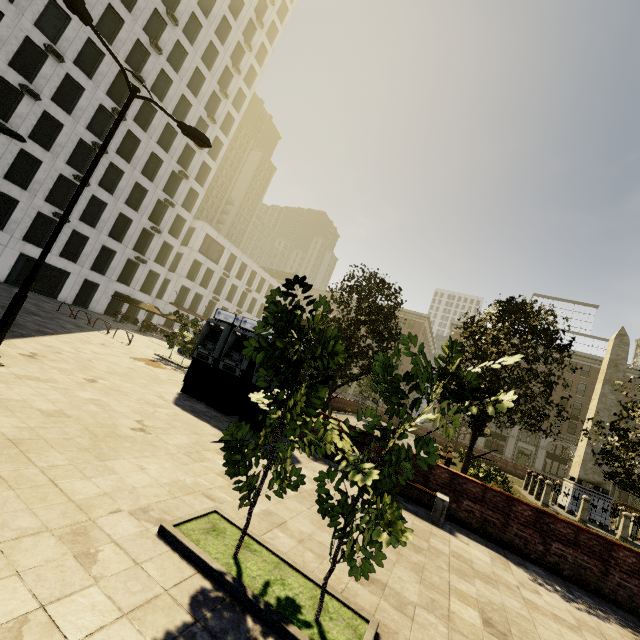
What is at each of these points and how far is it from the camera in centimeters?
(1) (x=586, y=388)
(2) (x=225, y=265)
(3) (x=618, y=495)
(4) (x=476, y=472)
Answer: (1) building, 4831cm
(2) building, 4984cm
(3) building, 4391cm
(4) plant, 1373cm

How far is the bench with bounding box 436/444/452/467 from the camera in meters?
16.6

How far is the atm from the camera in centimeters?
1043cm

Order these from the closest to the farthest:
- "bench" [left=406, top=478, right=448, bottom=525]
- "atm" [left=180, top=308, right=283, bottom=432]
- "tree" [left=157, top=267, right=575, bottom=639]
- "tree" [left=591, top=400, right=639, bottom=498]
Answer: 1. "tree" [left=157, top=267, right=575, bottom=639]
2. "bench" [left=406, top=478, right=448, bottom=525]
3. "tree" [left=591, top=400, right=639, bottom=498]
4. "atm" [left=180, top=308, right=283, bottom=432]

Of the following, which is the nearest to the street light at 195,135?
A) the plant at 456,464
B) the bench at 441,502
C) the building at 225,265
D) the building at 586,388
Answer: the bench at 441,502

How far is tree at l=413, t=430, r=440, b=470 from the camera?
3.4 meters

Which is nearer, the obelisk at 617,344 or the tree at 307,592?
the tree at 307,592

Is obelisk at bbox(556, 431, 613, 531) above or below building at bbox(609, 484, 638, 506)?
above
